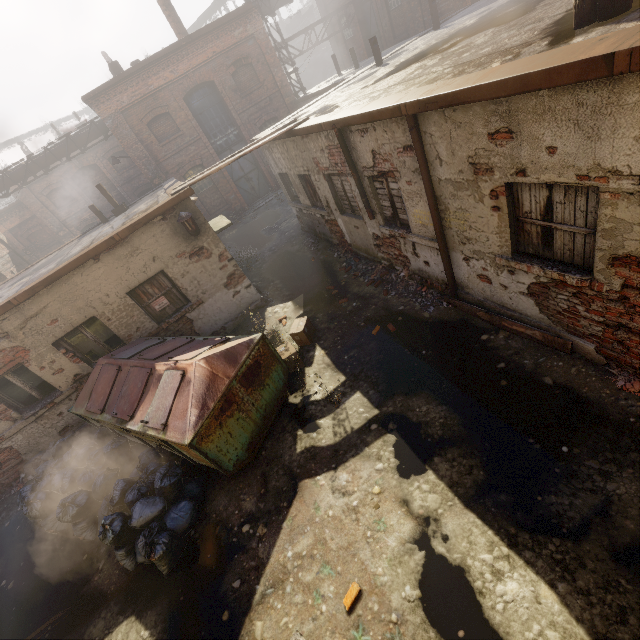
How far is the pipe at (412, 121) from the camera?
4.52m

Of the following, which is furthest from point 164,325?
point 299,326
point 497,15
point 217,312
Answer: point 497,15

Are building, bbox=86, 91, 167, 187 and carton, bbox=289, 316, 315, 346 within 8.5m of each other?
no

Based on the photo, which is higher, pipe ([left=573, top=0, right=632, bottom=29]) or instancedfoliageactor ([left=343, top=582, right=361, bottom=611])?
pipe ([left=573, top=0, right=632, bottom=29])

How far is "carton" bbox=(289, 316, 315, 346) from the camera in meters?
7.3

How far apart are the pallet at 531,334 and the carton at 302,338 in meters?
3.0 m

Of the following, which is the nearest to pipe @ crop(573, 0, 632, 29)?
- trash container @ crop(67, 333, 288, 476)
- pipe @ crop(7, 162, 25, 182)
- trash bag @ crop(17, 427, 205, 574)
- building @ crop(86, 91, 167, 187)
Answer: trash container @ crop(67, 333, 288, 476)

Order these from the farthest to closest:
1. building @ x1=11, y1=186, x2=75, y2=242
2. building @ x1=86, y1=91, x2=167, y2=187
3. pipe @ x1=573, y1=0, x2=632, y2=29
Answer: building @ x1=11, y1=186, x2=75, y2=242
building @ x1=86, y1=91, x2=167, y2=187
pipe @ x1=573, y1=0, x2=632, y2=29
